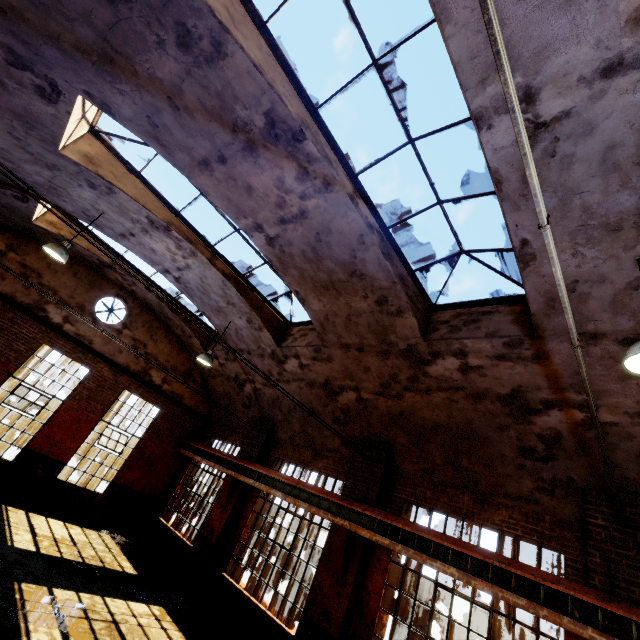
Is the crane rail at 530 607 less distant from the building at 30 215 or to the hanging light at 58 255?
the building at 30 215

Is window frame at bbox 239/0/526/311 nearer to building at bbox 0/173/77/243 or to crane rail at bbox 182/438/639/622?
building at bbox 0/173/77/243

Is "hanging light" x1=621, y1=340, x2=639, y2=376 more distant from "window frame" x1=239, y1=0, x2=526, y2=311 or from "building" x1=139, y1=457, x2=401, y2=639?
"window frame" x1=239, y1=0, x2=526, y2=311

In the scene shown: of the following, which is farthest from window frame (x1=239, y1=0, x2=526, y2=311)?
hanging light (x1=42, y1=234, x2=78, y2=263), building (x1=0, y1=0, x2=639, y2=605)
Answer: hanging light (x1=42, y1=234, x2=78, y2=263)

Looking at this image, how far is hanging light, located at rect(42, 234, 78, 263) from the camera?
7.6 meters

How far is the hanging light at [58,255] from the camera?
7.6m

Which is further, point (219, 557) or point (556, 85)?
point (219, 557)

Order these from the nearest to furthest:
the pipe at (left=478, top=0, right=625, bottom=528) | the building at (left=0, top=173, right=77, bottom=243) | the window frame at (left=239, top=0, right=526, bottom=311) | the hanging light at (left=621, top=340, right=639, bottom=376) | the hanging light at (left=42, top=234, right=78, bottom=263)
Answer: the pipe at (left=478, top=0, right=625, bottom=528) → the hanging light at (left=621, top=340, right=639, bottom=376) → the window frame at (left=239, top=0, right=526, bottom=311) → the hanging light at (left=42, top=234, right=78, bottom=263) → the building at (left=0, top=173, right=77, bottom=243)
